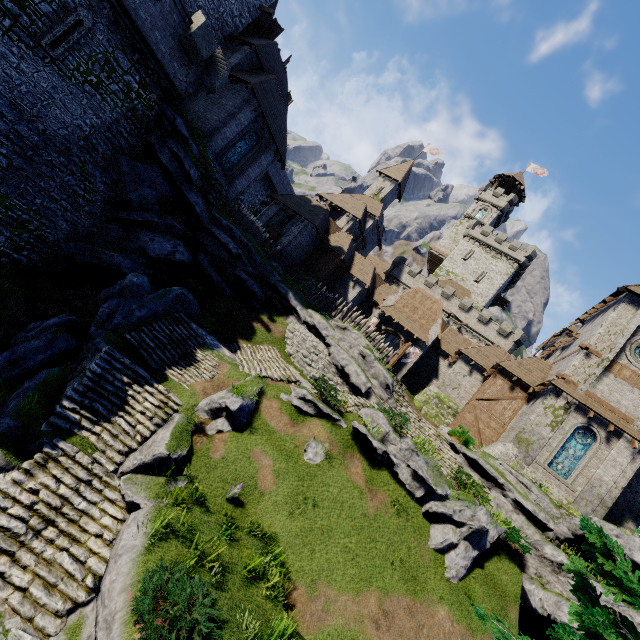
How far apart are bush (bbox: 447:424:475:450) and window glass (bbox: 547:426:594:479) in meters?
4.3 m

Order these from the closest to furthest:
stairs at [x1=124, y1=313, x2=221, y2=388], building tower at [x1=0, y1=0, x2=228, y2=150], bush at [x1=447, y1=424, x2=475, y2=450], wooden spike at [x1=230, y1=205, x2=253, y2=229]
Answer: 1. building tower at [x1=0, y1=0, x2=228, y2=150]
2. stairs at [x1=124, y1=313, x2=221, y2=388]
3. bush at [x1=447, y1=424, x2=475, y2=450]
4. wooden spike at [x1=230, y1=205, x2=253, y2=229]

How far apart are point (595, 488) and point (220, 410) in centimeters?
2287cm

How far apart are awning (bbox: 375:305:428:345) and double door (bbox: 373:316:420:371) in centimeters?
45cm

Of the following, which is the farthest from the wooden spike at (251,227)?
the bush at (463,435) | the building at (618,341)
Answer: the bush at (463,435)

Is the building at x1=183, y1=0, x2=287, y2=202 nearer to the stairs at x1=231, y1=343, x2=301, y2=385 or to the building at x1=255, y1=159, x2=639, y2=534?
the stairs at x1=231, y1=343, x2=301, y2=385

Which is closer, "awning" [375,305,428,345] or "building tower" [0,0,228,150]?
"building tower" [0,0,228,150]

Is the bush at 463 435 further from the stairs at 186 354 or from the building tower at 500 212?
the building tower at 500 212
